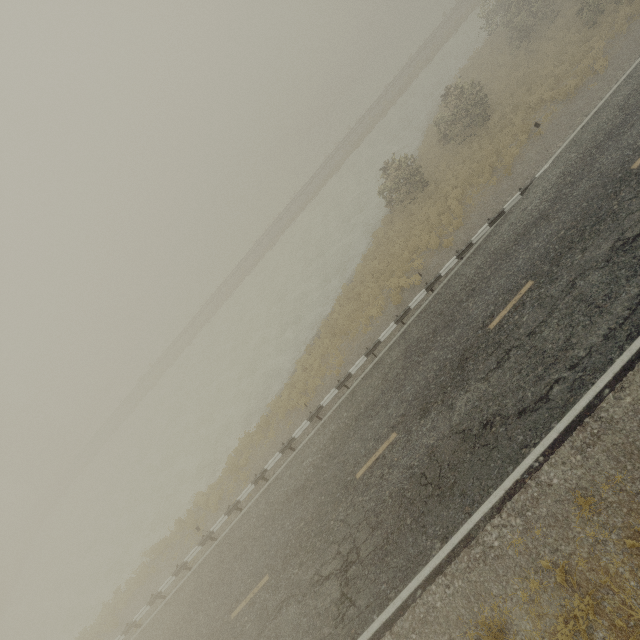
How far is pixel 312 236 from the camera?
32.66m
